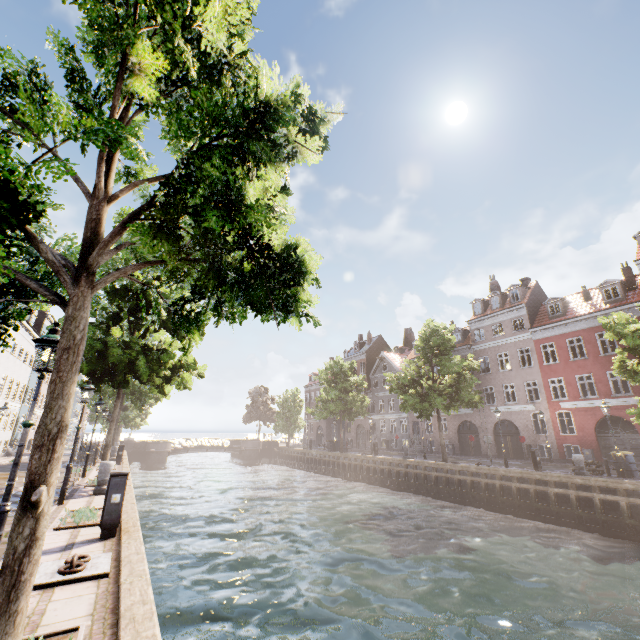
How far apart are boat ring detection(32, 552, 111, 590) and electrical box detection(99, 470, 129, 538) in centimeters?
134cm

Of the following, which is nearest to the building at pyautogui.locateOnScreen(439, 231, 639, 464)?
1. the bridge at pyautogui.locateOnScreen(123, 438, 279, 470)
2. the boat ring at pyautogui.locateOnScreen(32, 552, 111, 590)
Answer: the bridge at pyautogui.locateOnScreen(123, 438, 279, 470)

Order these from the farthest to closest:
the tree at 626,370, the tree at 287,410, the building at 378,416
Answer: the tree at 287,410, the building at 378,416, the tree at 626,370

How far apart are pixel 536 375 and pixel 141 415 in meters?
52.3 m

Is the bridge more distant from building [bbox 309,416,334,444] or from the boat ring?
the boat ring

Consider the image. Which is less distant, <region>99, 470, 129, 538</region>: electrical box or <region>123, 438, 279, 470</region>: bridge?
<region>99, 470, 129, 538</region>: electrical box

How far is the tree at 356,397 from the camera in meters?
35.1

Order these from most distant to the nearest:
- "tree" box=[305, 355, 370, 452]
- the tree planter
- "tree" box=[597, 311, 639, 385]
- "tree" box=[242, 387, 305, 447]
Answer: "tree" box=[242, 387, 305, 447] → "tree" box=[305, 355, 370, 452] → "tree" box=[597, 311, 639, 385] → the tree planter
